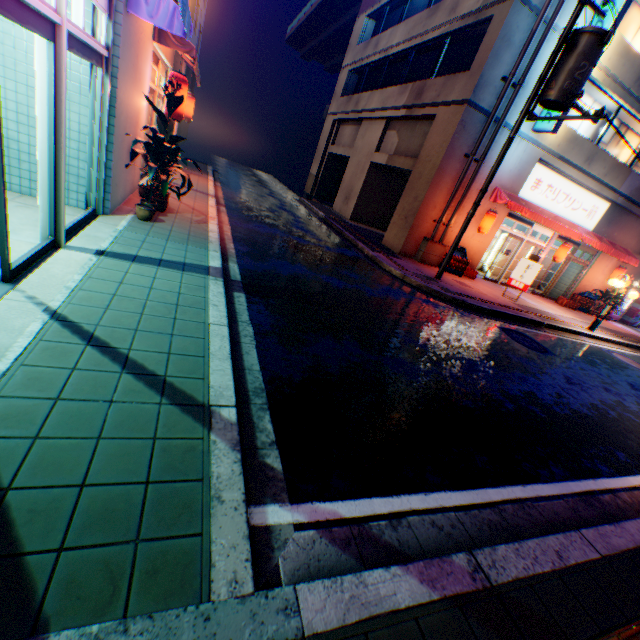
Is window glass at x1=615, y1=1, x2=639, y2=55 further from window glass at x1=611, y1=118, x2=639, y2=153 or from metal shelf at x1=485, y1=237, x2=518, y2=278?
metal shelf at x1=485, y1=237, x2=518, y2=278

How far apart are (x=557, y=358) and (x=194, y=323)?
9.3 meters

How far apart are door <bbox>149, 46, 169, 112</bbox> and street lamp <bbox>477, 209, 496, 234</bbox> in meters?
12.3 m

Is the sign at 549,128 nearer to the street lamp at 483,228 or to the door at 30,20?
the street lamp at 483,228

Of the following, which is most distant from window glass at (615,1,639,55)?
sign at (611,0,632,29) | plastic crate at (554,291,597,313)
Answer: plastic crate at (554,291,597,313)

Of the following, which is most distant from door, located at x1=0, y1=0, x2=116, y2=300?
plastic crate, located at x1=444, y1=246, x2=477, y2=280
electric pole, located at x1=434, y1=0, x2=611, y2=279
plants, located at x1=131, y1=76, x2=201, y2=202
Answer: plastic crate, located at x1=444, y1=246, x2=477, y2=280

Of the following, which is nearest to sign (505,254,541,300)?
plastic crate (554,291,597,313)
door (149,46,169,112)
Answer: plastic crate (554,291,597,313)

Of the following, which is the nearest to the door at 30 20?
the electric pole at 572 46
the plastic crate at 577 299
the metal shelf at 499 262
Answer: the electric pole at 572 46
